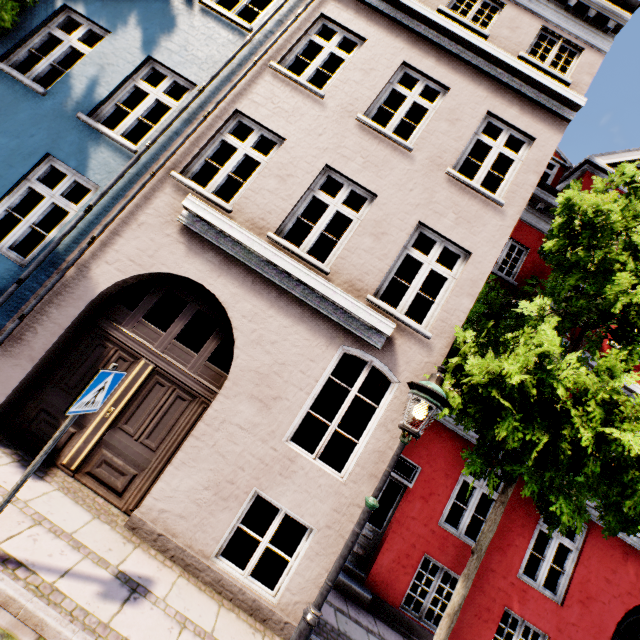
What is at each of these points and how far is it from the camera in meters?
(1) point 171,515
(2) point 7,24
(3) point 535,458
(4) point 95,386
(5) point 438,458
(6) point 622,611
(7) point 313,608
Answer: (1) building, 4.5 m
(2) tree, 5.5 m
(3) tree, 4.5 m
(4) sign, 3.2 m
(5) building, 7.4 m
(6) building, 7.0 m
(7) street light, 3.1 m

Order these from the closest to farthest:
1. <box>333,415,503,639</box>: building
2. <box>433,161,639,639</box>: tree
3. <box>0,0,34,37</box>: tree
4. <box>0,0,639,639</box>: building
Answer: <box>433,161,639,639</box>: tree < <box>0,0,639,639</box>: building < <box>0,0,34,37</box>: tree < <box>333,415,503,639</box>: building

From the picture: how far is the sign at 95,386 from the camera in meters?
3.0 m

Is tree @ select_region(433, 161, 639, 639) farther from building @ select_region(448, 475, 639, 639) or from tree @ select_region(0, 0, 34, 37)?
tree @ select_region(0, 0, 34, 37)

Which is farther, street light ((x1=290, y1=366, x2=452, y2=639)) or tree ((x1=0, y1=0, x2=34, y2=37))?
tree ((x1=0, y1=0, x2=34, y2=37))

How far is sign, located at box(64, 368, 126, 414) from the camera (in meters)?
3.03

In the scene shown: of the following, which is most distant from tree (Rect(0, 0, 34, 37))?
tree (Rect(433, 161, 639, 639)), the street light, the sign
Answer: tree (Rect(433, 161, 639, 639))

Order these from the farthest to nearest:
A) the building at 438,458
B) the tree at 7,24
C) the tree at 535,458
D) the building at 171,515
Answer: the building at 438,458, the tree at 7,24, the building at 171,515, the tree at 535,458
